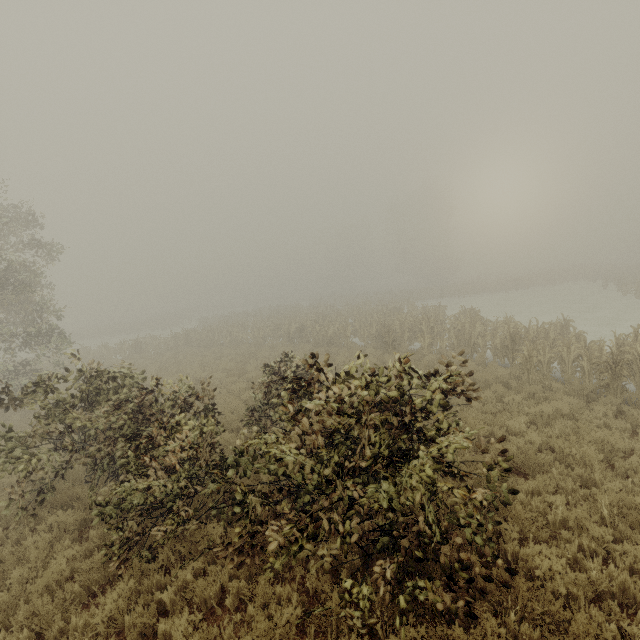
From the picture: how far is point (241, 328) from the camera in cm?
3008
